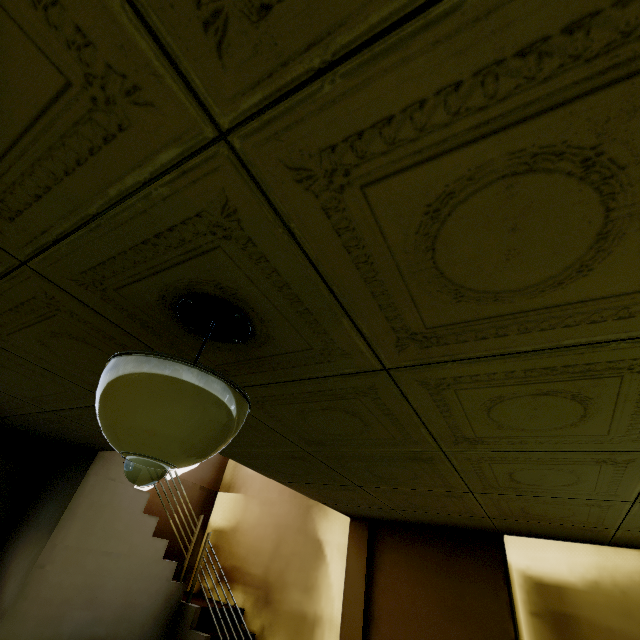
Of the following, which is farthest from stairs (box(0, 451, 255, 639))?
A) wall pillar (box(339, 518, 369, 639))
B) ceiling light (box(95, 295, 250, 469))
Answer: ceiling light (box(95, 295, 250, 469))

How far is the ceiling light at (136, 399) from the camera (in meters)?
0.84

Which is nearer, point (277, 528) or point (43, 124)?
point (43, 124)

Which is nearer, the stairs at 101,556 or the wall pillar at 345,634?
the stairs at 101,556

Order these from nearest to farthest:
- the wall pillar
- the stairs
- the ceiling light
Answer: the ceiling light, the stairs, the wall pillar

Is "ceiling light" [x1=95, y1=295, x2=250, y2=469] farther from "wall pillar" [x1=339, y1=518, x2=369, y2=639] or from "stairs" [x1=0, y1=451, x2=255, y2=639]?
"wall pillar" [x1=339, y1=518, x2=369, y2=639]
